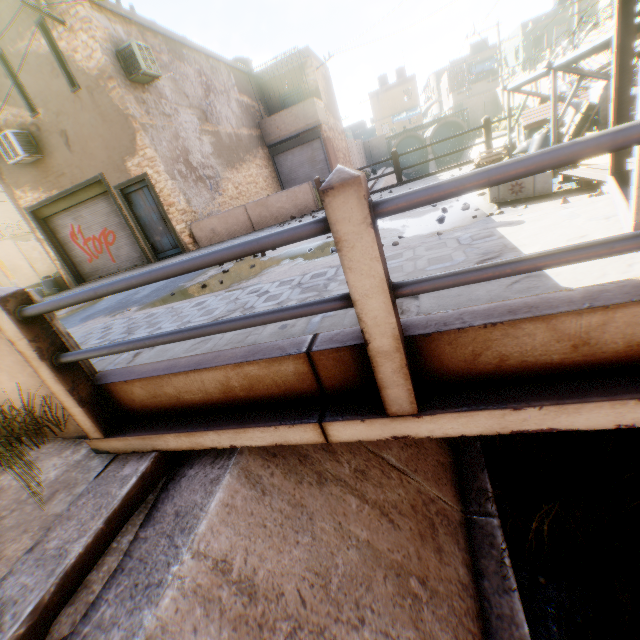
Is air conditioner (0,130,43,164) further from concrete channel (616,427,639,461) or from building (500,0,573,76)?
concrete channel (616,427,639,461)

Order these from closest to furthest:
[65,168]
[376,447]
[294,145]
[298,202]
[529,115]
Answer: [376,447] → [529,115] → [298,202] → [65,168] → [294,145]

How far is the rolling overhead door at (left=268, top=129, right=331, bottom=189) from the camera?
19.0 meters

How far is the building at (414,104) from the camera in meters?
47.2 m

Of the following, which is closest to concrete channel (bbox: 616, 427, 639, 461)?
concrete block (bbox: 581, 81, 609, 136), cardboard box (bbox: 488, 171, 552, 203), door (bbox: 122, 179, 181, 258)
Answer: concrete block (bbox: 581, 81, 609, 136)

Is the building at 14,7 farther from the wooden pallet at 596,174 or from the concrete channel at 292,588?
the wooden pallet at 596,174

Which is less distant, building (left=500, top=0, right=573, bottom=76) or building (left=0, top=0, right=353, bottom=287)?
building (left=0, top=0, right=353, bottom=287)

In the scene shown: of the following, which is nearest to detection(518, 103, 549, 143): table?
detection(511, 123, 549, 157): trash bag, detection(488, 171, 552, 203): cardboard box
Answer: detection(511, 123, 549, 157): trash bag
